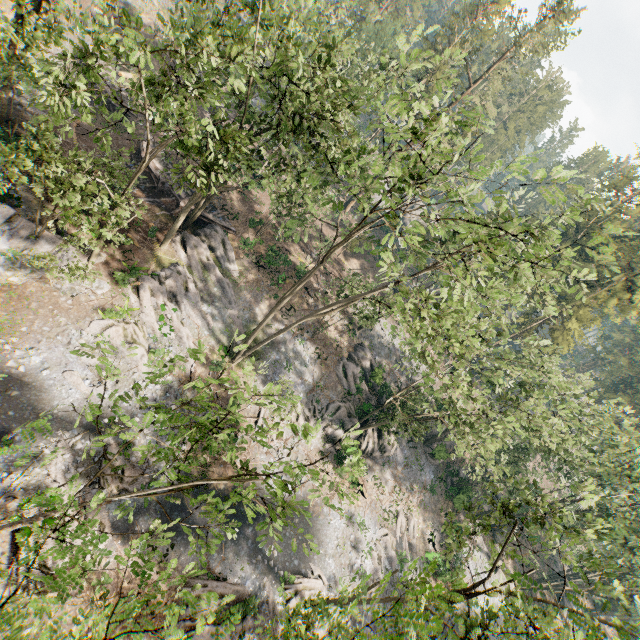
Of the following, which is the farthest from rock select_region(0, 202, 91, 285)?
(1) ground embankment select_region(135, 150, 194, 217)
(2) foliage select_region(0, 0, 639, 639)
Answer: (1) ground embankment select_region(135, 150, 194, 217)

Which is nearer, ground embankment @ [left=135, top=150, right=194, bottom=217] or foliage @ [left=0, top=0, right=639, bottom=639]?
foliage @ [left=0, top=0, right=639, bottom=639]

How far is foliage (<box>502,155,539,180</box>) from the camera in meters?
12.7

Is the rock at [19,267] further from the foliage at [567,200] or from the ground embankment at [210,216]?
the ground embankment at [210,216]

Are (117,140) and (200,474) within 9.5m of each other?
no
